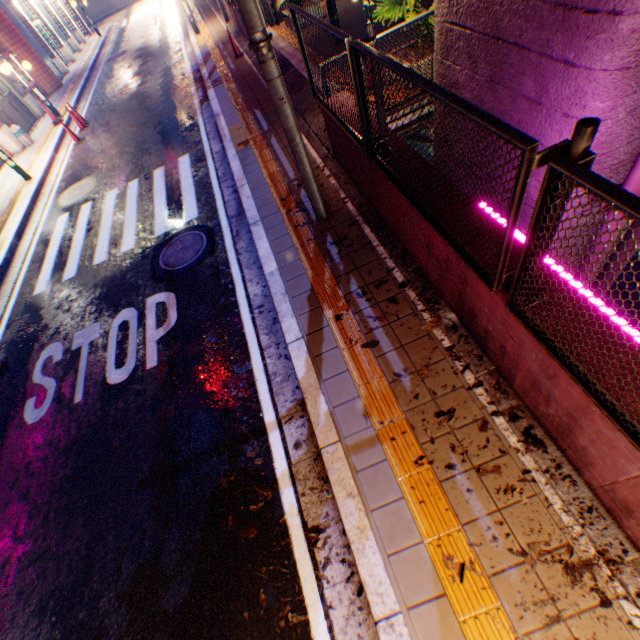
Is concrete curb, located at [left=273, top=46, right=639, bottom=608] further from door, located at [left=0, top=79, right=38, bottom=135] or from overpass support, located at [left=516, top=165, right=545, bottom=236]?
door, located at [left=0, top=79, right=38, bottom=135]

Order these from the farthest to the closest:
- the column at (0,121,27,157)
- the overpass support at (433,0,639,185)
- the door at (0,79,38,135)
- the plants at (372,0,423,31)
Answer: the door at (0,79,38,135), the column at (0,121,27,157), the plants at (372,0,423,31), the overpass support at (433,0,639,185)

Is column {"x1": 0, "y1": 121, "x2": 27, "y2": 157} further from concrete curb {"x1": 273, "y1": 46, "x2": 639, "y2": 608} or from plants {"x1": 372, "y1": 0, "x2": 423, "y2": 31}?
plants {"x1": 372, "y1": 0, "x2": 423, "y2": 31}

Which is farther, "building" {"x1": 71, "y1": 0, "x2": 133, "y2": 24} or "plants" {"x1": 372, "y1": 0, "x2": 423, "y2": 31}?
"building" {"x1": 71, "y1": 0, "x2": 133, "y2": 24}

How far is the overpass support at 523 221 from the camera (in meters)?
3.82

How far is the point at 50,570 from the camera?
3.6 meters

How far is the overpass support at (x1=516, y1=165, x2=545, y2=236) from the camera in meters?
3.8

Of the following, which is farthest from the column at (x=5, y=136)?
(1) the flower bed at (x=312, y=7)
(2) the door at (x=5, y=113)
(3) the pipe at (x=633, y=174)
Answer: (3) the pipe at (x=633, y=174)
